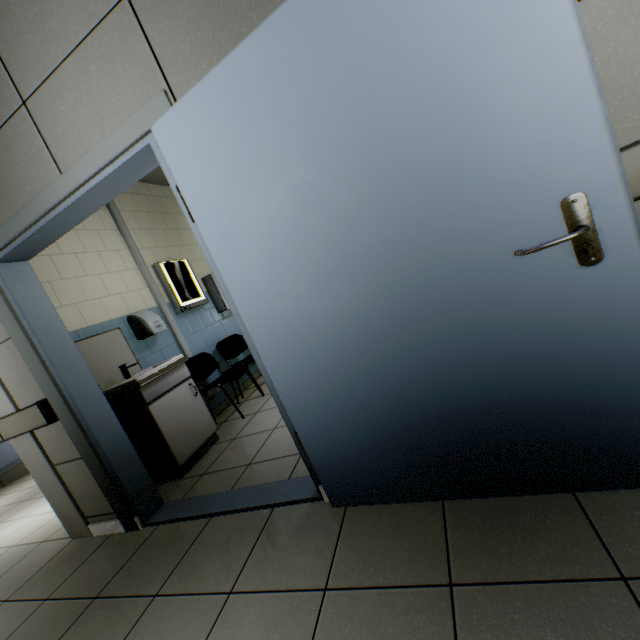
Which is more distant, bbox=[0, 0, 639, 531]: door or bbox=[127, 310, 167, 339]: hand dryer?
bbox=[127, 310, 167, 339]: hand dryer

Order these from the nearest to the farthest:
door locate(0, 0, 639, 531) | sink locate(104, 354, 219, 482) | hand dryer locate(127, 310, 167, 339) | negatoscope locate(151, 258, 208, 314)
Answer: door locate(0, 0, 639, 531), sink locate(104, 354, 219, 482), hand dryer locate(127, 310, 167, 339), negatoscope locate(151, 258, 208, 314)

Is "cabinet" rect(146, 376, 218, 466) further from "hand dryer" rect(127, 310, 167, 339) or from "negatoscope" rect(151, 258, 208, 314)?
"negatoscope" rect(151, 258, 208, 314)

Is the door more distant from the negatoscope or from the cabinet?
the negatoscope

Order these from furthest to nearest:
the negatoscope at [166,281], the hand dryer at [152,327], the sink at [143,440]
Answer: the negatoscope at [166,281] → the hand dryer at [152,327] → the sink at [143,440]

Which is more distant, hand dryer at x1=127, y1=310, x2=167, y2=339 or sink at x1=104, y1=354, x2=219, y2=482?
hand dryer at x1=127, y1=310, x2=167, y2=339

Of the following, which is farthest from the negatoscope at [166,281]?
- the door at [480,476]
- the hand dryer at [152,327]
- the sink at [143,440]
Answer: the door at [480,476]

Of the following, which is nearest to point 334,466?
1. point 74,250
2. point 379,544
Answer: point 379,544
